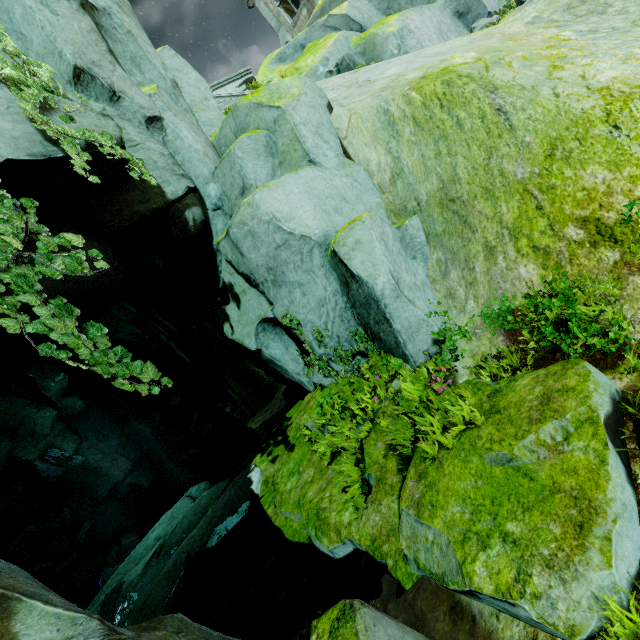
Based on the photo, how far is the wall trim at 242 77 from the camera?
18.1m

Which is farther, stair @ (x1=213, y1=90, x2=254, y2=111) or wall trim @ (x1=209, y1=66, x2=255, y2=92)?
wall trim @ (x1=209, y1=66, x2=255, y2=92)

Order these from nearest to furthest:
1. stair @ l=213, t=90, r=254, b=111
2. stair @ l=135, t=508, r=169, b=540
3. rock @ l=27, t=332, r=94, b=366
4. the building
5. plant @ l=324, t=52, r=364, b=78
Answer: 1. rock @ l=27, t=332, r=94, b=366
2. plant @ l=324, t=52, r=364, b=78
3. stair @ l=213, t=90, r=254, b=111
4. stair @ l=135, t=508, r=169, b=540
5. the building

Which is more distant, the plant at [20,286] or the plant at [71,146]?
the plant at [71,146]

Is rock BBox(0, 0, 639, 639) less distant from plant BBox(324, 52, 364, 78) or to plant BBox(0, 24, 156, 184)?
plant BBox(0, 24, 156, 184)

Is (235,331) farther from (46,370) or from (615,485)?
(46,370)

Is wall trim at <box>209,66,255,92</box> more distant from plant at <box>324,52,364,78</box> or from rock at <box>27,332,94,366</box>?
plant at <box>324,52,364,78</box>

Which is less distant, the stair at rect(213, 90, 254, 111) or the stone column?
the stair at rect(213, 90, 254, 111)
